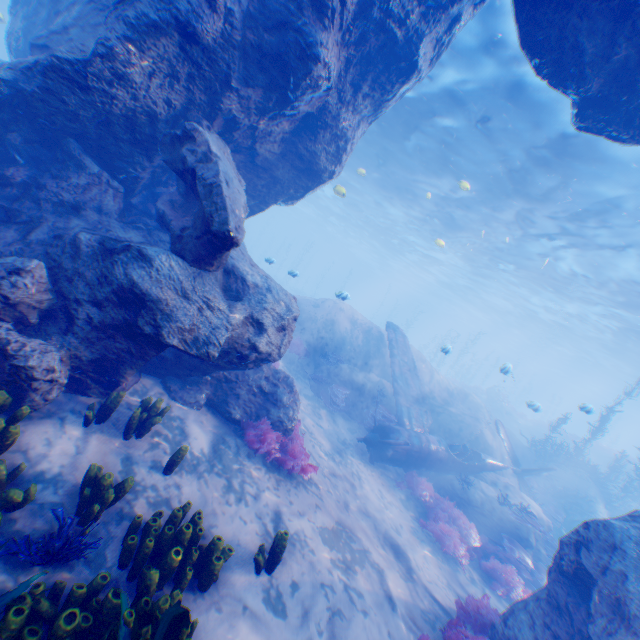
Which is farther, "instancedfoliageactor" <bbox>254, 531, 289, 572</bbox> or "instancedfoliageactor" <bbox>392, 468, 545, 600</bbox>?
"instancedfoliageactor" <bbox>392, 468, 545, 600</bbox>

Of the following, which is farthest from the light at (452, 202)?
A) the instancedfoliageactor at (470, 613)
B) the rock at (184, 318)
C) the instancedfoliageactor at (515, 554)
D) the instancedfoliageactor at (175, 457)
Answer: the instancedfoliageactor at (175, 457)

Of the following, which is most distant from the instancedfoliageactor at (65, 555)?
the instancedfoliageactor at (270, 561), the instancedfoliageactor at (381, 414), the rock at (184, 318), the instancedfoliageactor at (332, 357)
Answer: the instancedfoliageactor at (381, 414)

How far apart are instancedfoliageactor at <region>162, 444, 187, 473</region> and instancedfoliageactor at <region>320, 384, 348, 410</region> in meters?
8.6

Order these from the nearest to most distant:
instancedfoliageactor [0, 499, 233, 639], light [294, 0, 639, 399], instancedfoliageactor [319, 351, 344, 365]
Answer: instancedfoliageactor [0, 499, 233, 639] < light [294, 0, 639, 399] < instancedfoliageactor [319, 351, 344, 365]

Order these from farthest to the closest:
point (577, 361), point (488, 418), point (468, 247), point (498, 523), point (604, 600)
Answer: point (577, 361) → point (468, 247) → point (488, 418) → point (498, 523) → point (604, 600)

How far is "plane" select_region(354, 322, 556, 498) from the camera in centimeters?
1181cm

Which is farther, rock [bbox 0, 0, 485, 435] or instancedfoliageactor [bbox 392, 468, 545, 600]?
instancedfoliageactor [bbox 392, 468, 545, 600]
